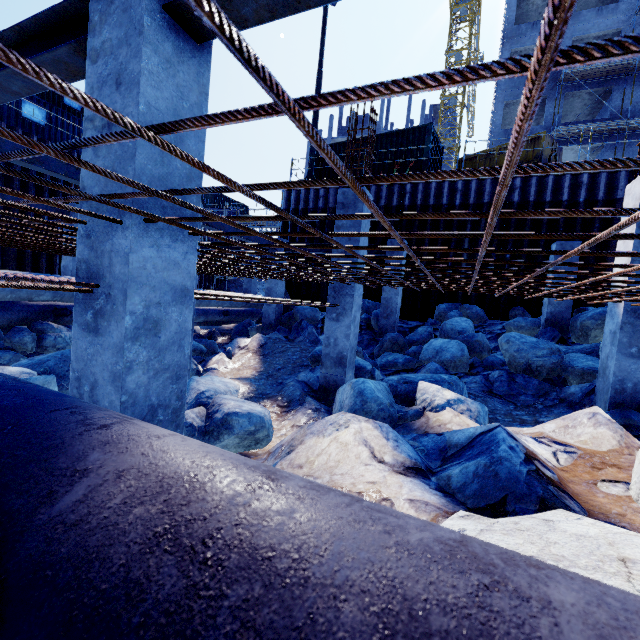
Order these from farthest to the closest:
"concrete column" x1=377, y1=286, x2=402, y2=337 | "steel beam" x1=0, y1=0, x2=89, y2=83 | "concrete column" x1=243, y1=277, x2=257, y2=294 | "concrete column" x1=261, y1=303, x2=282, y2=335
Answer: "concrete column" x1=243, y1=277, x2=257, y2=294
"concrete column" x1=261, y1=303, x2=282, y2=335
"concrete column" x1=377, y1=286, x2=402, y2=337
"steel beam" x1=0, y1=0, x2=89, y2=83

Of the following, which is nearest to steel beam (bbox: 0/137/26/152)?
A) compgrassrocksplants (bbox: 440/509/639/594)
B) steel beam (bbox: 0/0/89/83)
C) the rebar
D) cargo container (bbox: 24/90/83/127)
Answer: steel beam (bbox: 0/0/89/83)

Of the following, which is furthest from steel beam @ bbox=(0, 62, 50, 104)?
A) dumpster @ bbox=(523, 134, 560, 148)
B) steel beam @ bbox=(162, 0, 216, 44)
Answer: dumpster @ bbox=(523, 134, 560, 148)

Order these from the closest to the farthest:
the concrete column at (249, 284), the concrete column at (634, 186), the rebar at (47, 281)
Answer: the rebar at (47, 281) < the concrete column at (634, 186) < the concrete column at (249, 284)

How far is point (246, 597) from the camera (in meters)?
0.44

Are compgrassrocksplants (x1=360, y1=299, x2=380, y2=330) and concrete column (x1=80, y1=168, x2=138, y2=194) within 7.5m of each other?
no

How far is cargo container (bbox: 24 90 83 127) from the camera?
15.2m

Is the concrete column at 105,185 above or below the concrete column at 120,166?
below
